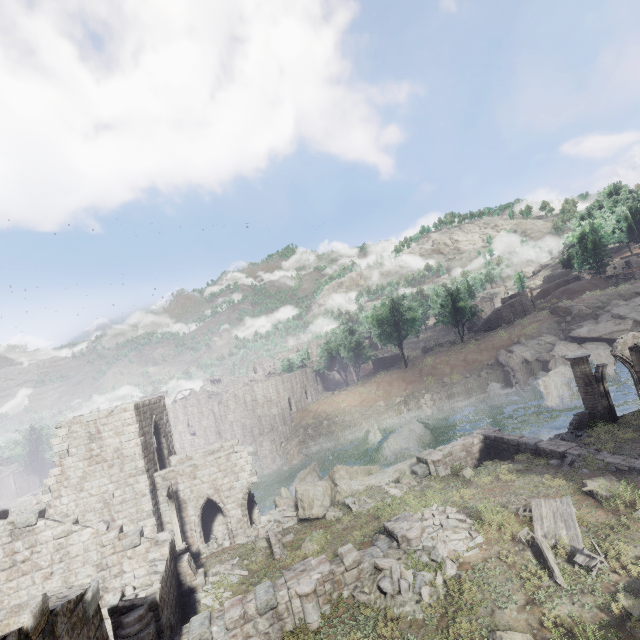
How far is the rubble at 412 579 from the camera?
10.88m

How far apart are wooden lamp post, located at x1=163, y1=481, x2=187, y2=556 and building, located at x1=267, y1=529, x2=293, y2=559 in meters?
5.2

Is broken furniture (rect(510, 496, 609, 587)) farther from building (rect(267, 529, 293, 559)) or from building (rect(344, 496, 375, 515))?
building (rect(267, 529, 293, 559))

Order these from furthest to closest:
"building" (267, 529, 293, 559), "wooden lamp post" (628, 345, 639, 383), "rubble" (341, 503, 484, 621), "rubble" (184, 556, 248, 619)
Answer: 1. "building" (267, 529, 293, 559)
2. "wooden lamp post" (628, 345, 639, 383)
3. "rubble" (184, 556, 248, 619)
4. "rubble" (341, 503, 484, 621)

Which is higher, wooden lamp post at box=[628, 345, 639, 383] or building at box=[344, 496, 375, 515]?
wooden lamp post at box=[628, 345, 639, 383]

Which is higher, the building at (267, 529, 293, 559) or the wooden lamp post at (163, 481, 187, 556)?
the wooden lamp post at (163, 481, 187, 556)

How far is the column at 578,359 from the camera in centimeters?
1955cm

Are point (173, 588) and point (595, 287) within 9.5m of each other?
no
